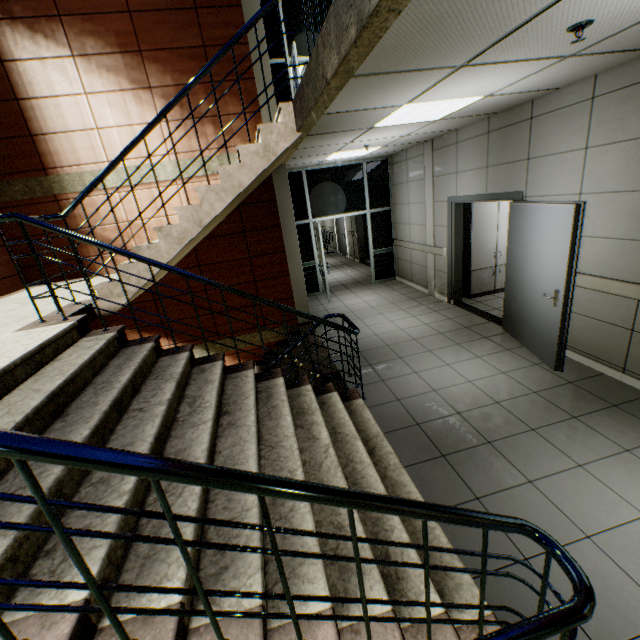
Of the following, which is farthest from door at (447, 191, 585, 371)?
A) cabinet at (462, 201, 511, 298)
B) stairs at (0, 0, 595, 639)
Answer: stairs at (0, 0, 595, 639)

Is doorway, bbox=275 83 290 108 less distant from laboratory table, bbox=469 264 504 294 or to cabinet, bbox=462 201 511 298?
cabinet, bbox=462 201 511 298

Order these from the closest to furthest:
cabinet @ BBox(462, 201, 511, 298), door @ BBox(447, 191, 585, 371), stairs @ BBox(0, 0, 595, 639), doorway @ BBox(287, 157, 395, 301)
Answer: stairs @ BBox(0, 0, 595, 639) < door @ BBox(447, 191, 585, 371) < cabinet @ BBox(462, 201, 511, 298) < doorway @ BBox(287, 157, 395, 301)

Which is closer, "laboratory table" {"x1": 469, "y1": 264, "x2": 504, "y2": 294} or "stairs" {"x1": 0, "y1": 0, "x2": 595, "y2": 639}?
"stairs" {"x1": 0, "y1": 0, "x2": 595, "y2": 639}

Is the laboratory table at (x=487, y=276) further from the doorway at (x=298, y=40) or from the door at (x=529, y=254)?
the doorway at (x=298, y=40)

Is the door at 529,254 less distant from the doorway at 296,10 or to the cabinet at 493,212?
the cabinet at 493,212

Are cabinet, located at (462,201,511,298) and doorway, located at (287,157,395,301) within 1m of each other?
no

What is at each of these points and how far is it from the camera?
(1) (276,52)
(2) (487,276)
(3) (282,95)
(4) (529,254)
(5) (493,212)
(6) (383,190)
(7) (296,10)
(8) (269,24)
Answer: (1) doorway, 7.2 meters
(2) laboratory table, 6.9 meters
(3) doorway, 7.4 meters
(4) door, 4.3 meters
(5) cabinet, 6.5 meters
(6) doorway, 8.6 meters
(7) doorway, 7.0 meters
(8) doorway, 7.0 meters
